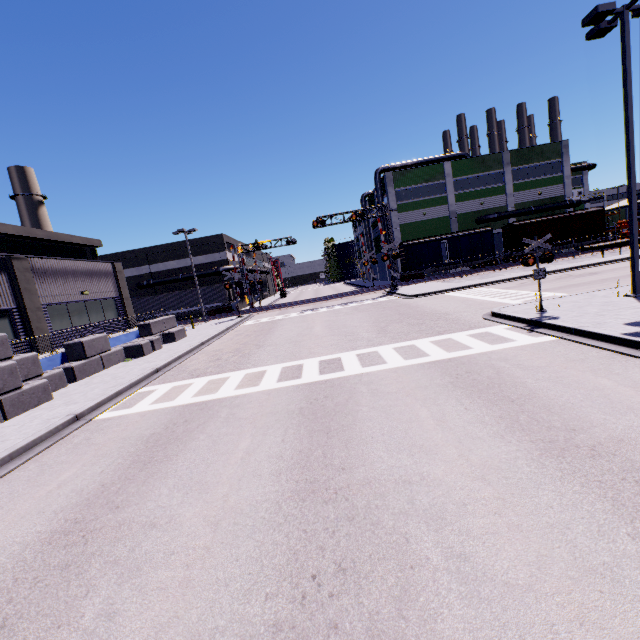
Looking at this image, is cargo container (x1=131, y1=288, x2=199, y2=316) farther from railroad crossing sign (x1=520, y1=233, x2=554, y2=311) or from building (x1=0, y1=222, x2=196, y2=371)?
railroad crossing sign (x1=520, y1=233, x2=554, y2=311)

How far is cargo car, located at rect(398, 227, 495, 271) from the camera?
39.7m

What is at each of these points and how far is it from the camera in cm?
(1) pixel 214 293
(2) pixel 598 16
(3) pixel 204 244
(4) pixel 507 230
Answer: (1) cargo container, 4081
(2) light, 1089
(3) building, 4459
(4) cargo car, 4141

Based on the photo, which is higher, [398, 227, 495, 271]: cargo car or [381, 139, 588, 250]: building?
[381, 139, 588, 250]: building

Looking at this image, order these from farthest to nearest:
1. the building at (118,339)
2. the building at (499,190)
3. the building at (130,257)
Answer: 1. the building at (499,190)
2. the building at (118,339)
3. the building at (130,257)

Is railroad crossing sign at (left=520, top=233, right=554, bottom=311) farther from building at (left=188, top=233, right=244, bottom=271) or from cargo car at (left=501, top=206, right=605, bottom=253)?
cargo car at (left=501, top=206, right=605, bottom=253)

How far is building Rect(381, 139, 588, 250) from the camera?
43.4m

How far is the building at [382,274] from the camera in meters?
52.9
